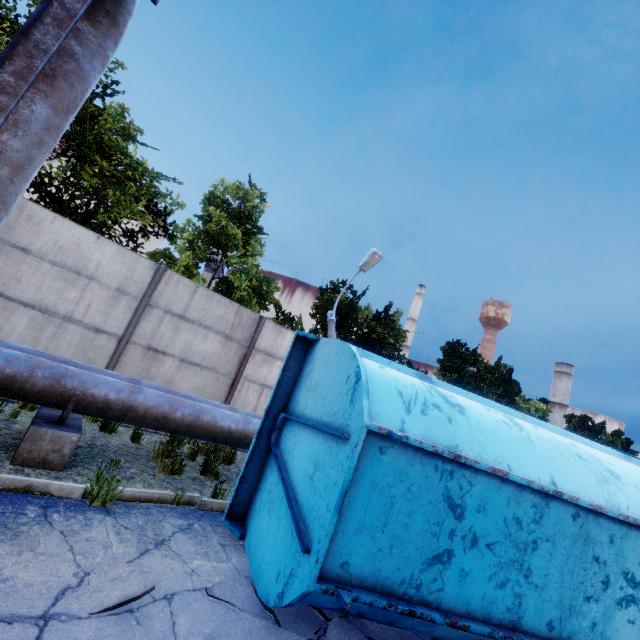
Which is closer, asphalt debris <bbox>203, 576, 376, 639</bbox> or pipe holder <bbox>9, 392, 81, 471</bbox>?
asphalt debris <bbox>203, 576, 376, 639</bbox>

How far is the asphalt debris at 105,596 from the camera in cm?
247

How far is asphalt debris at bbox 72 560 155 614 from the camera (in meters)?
2.47

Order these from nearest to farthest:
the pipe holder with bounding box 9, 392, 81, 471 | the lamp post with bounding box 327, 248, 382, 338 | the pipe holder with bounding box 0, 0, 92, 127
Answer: the pipe holder with bounding box 0, 0, 92, 127 → the pipe holder with bounding box 9, 392, 81, 471 → the lamp post with bounding box 327, 248, 382, 338

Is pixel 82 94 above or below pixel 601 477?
above

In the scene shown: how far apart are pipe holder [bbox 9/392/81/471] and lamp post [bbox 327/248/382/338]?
5.55m

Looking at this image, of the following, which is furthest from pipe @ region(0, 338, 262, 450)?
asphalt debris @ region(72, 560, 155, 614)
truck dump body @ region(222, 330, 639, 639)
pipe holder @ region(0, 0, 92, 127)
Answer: asphalt debris @ region(72, 560, 155, 614)

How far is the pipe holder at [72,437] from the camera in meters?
4.1 m
